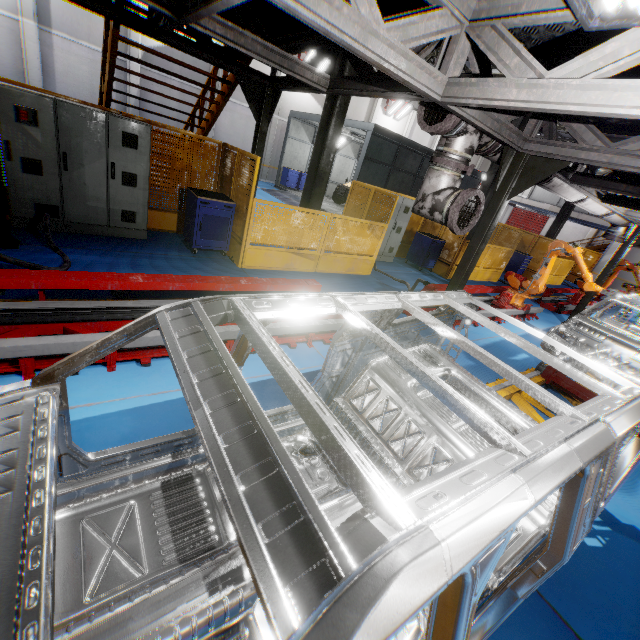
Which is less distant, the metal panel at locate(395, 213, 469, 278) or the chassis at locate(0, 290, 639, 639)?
the chassis at locate(0, 290, 639, 639)

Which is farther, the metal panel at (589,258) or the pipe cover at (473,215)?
the metal panel at (589,258)

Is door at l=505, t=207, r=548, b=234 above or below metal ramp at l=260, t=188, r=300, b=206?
above

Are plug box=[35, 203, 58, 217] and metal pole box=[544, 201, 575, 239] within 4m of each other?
no

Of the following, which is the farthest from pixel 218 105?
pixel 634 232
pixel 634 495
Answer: pixel 634 232

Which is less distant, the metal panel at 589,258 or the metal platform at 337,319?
the metal platform at 337,319

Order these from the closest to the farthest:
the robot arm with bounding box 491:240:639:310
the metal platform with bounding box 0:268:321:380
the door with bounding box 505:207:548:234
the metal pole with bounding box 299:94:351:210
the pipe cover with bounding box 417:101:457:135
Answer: the metal platform with bounding box 0:268:321:380 < the pipe cover with bounding box 417:101:457:135 < the metal pole with bounding box 299:94:351:210 < the robot arm with bounding box 491:240:639:310 < the door with bounding box 505:207:548:234

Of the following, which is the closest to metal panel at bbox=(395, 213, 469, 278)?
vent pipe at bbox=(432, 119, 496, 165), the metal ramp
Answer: vent pipe at bbox=(432, 119, 496, 165)
